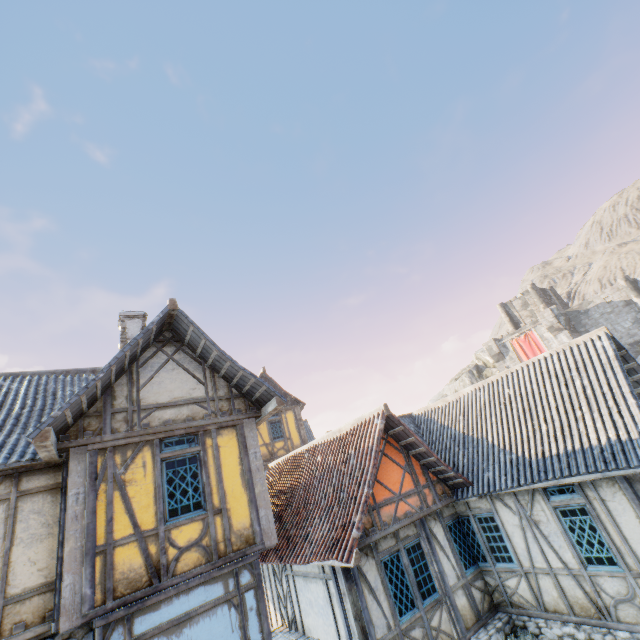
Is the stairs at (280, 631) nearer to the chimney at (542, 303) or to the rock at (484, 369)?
the rock at (484, 369)

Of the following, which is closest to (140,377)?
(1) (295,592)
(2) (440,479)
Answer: (1) (295,592)

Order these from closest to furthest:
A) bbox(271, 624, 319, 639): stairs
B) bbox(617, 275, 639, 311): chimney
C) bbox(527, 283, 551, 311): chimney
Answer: bbox(271, 624, 319, 639): stairs < bbox(617, 275, 639, 311): chimney < bbox(527, 283, 551, 311): chimney

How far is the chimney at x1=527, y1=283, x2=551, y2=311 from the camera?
41.6 meters

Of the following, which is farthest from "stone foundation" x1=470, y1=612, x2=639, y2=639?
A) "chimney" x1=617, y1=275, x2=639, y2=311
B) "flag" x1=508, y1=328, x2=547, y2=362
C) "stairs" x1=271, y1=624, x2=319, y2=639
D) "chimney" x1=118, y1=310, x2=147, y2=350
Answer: "chimney" x1=617, y1=275, x2=639, y2=311

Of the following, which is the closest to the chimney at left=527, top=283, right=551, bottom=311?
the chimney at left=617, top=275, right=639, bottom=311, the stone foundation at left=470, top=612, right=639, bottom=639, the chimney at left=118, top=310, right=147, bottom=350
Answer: the chimney at left=617, top=275, right=639, bottom=311

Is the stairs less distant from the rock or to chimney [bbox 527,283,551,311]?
the rock

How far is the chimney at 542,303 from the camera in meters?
41.6
